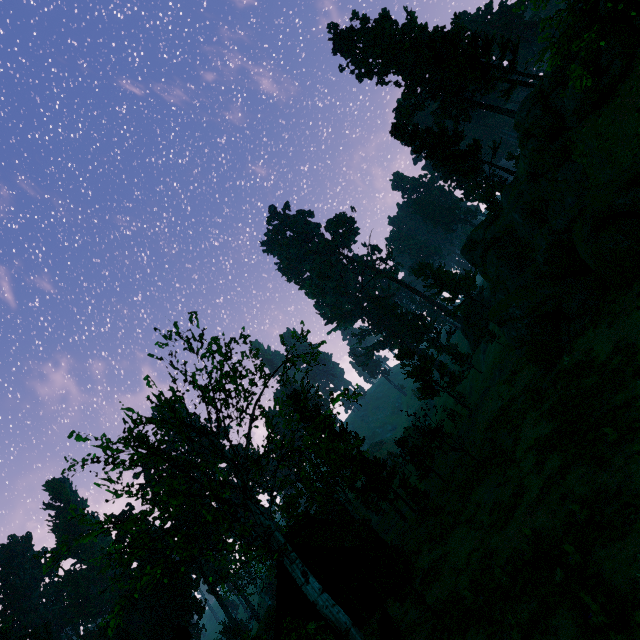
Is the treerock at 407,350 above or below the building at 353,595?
above

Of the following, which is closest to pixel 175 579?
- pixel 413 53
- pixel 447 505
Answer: pixel 447 505

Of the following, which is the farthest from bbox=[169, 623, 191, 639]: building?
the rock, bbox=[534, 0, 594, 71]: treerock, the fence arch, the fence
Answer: the rock

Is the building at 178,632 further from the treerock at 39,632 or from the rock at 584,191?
the rock at 584,191

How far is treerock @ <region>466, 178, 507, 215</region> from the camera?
46.4m

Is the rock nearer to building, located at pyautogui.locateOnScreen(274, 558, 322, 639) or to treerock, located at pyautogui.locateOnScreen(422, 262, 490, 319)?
treerock, located at pyautogui.locateOnScreen(422, 262, 490, 319)

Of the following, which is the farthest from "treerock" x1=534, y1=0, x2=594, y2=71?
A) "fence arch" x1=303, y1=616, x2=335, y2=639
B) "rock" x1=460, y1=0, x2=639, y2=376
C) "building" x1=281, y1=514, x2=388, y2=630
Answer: "fence arch" x1=303, y1=616, x2=335, y2=639

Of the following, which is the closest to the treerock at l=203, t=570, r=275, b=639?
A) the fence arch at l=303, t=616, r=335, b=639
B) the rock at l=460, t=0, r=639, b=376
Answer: the rock at l=460, t=0, r=639, b=376
